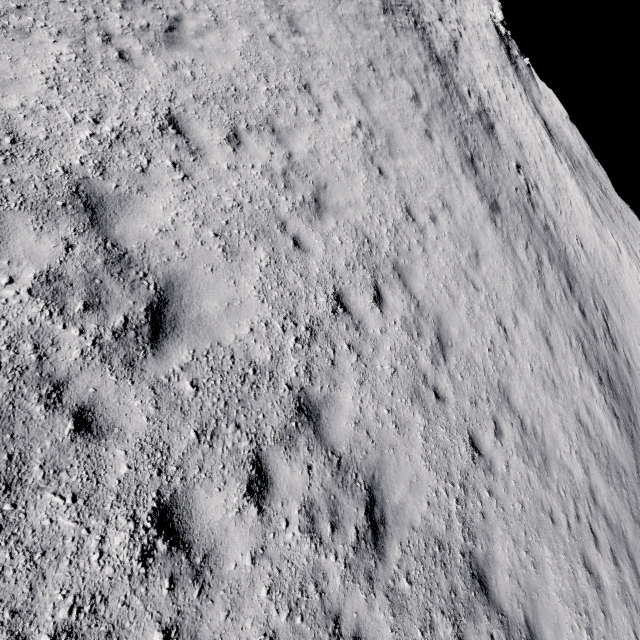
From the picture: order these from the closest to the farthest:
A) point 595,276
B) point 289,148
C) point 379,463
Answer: point 379,463 → point 289,148 → point 595,276
